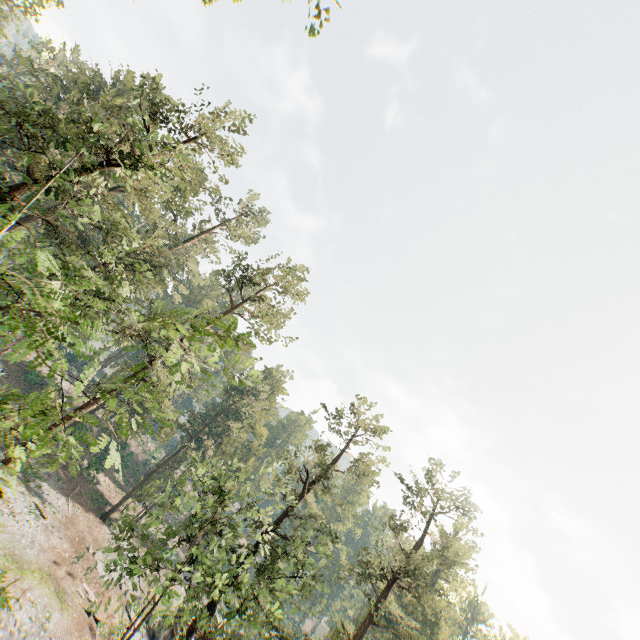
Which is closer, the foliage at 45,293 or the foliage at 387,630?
the foliage at 45,293

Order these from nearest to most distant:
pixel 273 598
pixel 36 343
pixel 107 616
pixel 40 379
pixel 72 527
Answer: pixel 36 343 → pixel 273 598 → pixel 107 616 → pixel 72 527 → pixel 40 379

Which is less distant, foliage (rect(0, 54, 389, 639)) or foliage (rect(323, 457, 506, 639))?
foliage (rect(0, 54, 389, 639))
